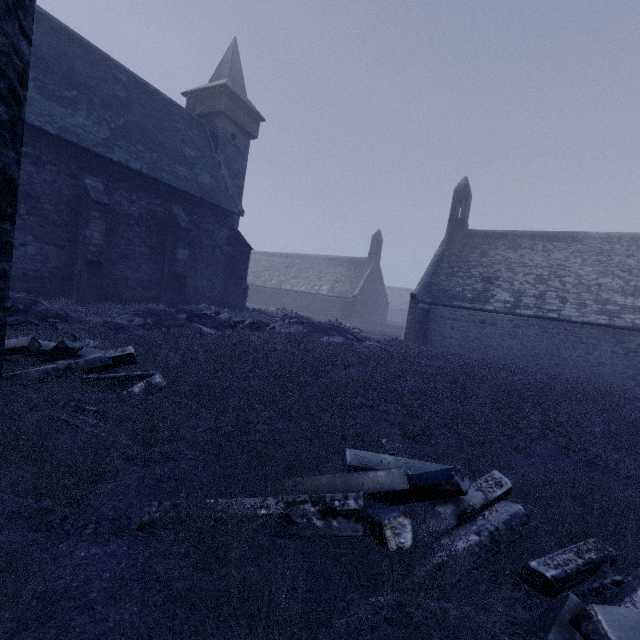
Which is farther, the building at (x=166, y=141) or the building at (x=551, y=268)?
the building at (x=551, y=268)

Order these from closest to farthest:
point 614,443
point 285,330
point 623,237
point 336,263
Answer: point 614,443, point 285,330, point 623,237, point 336,263

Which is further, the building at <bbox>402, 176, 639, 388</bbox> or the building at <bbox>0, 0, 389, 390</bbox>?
the building at <bbox>402, 176, 639, 388</bbox>
